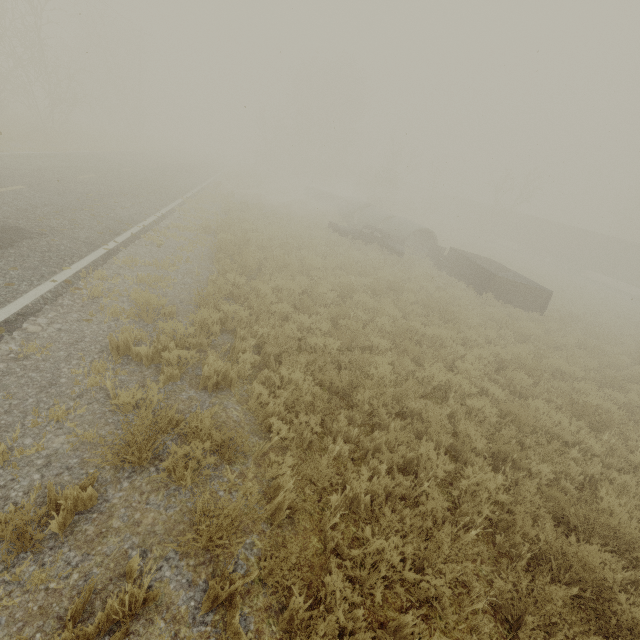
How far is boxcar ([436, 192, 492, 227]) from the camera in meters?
50.7 m

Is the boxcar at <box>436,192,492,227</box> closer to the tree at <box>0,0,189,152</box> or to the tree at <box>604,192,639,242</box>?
the tree at <box>604,192,639,242</box>

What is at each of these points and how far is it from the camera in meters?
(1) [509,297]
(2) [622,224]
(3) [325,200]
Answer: (1) truck bed, 14.9
(2) tree, 48.5
(3) truck bed, 32.4

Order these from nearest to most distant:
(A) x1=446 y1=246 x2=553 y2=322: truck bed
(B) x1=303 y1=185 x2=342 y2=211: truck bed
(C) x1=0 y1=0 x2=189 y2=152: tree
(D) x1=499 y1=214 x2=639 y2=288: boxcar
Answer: (A) x1=446 y1=246 x2=553 y2=322: truck bed, (C) x1=0 y1=0 x2=189 y2=152: tree, (B) x1=303 y1=185 x2=342 y2=211: truck bed, (D) x1=499 y1=214 x2=639 y2=288: boxcar

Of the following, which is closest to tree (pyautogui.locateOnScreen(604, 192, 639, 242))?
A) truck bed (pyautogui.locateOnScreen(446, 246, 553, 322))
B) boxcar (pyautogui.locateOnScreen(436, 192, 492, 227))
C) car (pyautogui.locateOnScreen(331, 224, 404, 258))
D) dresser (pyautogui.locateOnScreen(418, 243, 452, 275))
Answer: boxcar (pyautogui.locateOnScreen(436, 192, 492, 227))

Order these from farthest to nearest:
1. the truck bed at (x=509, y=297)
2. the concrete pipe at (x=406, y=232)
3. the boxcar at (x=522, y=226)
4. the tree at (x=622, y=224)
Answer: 1. the tree at (x=622, y=224)
2. the boxcar at (x=522, y=226)
3. the concrete pipe at (x=406, y=232)
4. the truck bed at (x=509, y=297)

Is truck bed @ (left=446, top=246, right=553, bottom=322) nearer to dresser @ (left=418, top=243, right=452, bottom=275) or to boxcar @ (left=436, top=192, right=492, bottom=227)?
dresser @ (left=418, top=243, right=452, bottom=275)

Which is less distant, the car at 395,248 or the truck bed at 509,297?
the truck bed at 509,297
